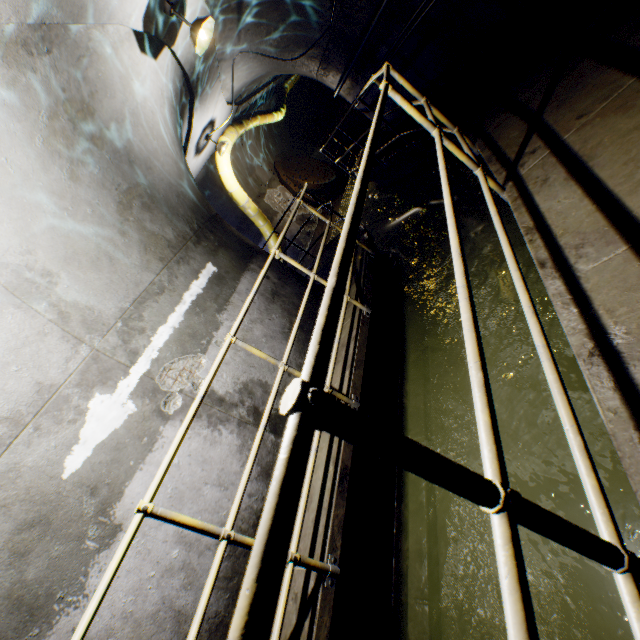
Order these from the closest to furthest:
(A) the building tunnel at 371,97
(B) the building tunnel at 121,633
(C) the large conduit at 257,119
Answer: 1. (B) the building tunnel at 121,633
2. (A) the building tunnel at 371,97
3. (C) the large conduit at 257,119

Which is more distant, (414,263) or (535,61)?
(414,263)

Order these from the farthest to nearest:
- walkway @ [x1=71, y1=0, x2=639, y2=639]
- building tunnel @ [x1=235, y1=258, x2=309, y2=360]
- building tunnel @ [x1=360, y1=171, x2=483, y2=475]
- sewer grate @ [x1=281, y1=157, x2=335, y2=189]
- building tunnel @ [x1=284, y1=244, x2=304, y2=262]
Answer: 1. sewer grate @ [x1=281, y1=157, x2=335, y2=189]
2. building tunnel @ [x1=284, y1=244, x2=304, y2=262]
3. building tunnel @ [x1=235, y1=258, x2=309, y2=360]
4. building tunnel @ [x1=360, y1=171, x2=483, y2=475]
5. walkway @ [x1=71, y1=0, x2=639, y2=639]

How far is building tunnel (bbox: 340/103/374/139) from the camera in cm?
822

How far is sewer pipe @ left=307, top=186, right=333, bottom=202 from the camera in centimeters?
1406cm

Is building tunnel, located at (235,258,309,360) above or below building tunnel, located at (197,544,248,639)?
above

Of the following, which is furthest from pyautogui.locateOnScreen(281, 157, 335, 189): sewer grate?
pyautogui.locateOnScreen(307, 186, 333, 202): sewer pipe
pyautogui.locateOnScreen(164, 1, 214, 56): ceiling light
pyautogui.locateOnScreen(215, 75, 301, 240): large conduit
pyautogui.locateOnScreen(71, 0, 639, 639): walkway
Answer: pyautogui.locateOnScreen(164, 1, 214, 56): ceiling light

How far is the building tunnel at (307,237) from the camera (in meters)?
12.16
